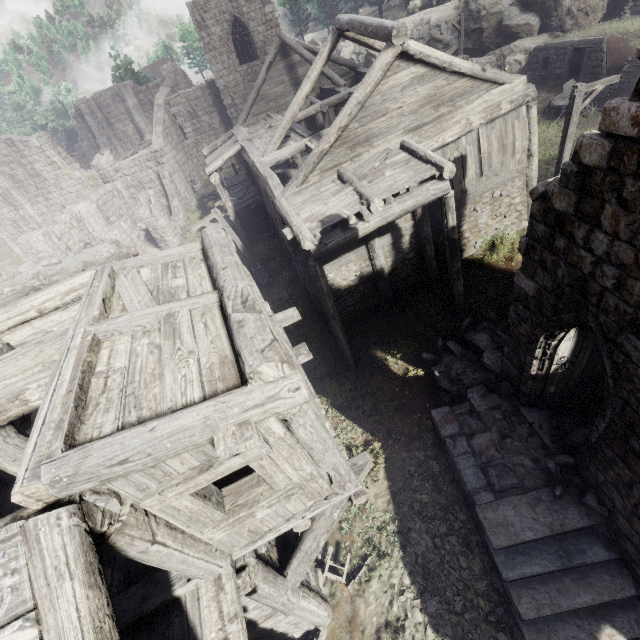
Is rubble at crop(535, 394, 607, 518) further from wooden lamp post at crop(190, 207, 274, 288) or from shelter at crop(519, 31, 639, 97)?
wooden lamp post at crop(190, 207, 274, 288)

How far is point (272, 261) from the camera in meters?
18.7

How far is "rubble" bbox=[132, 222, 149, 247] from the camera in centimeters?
2749cm

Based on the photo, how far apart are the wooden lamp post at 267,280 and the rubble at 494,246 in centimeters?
1105cm

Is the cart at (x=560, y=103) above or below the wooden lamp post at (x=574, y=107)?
below

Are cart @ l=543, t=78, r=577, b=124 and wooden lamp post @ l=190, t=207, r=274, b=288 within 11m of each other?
no

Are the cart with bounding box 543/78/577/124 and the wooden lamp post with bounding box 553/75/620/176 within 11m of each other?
yes

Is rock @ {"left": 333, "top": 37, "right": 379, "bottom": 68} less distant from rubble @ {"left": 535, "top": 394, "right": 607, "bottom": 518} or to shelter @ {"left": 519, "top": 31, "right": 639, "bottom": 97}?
shelter @ {"left": 519, "top": 31, "right": 639, "bottom": 97}
